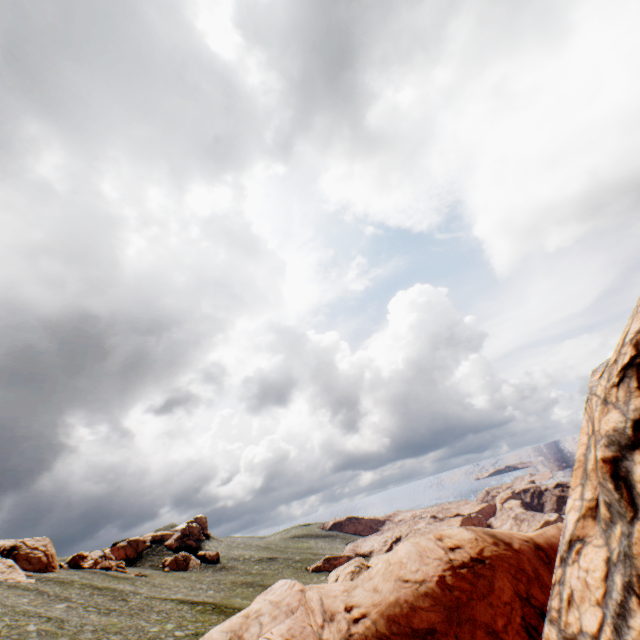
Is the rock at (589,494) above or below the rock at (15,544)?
below

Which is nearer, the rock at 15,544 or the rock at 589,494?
the rock at 589,494

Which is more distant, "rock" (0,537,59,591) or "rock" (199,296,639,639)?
"rock" (0,537,59,591)

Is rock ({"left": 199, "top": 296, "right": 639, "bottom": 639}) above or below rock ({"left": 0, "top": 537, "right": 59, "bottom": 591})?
below

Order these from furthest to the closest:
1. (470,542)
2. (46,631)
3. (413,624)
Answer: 1. (46,631)
2. (470,542)
3. (413,624)
